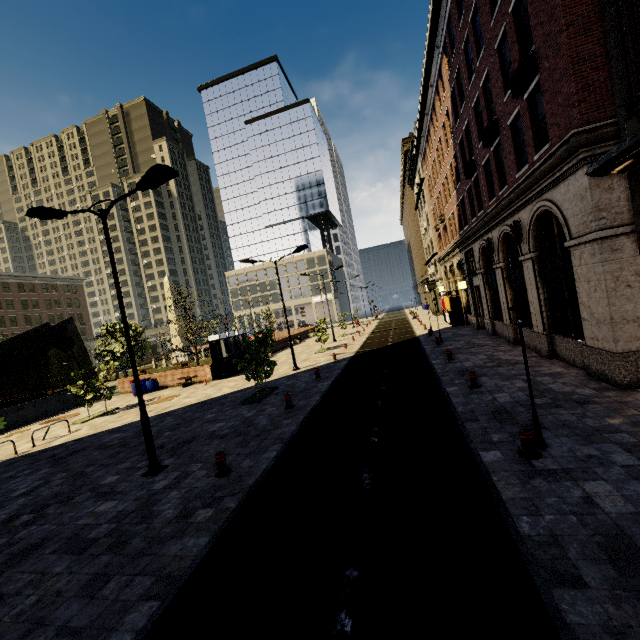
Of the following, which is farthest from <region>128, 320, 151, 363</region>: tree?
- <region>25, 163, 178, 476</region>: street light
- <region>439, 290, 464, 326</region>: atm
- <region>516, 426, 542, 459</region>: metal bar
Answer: <region>439, 290, 464, 326</region>: atm

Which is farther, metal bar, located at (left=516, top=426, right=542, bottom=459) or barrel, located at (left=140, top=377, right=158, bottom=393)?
barrel, located at (left=140, top=377, right=158, bottom=393)

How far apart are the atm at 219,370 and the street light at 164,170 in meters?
14.0 m

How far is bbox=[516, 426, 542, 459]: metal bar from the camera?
6.3m

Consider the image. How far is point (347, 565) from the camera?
4.6 meters

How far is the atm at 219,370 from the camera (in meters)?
23.31

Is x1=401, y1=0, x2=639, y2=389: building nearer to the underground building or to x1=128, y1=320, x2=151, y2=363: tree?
x1=128, y1=320, x2=151, y2=363: tree

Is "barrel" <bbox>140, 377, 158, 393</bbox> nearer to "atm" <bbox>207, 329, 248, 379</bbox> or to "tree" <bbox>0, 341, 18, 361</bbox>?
"tree" <bbox>0, 341, 18, 361</bbox>
